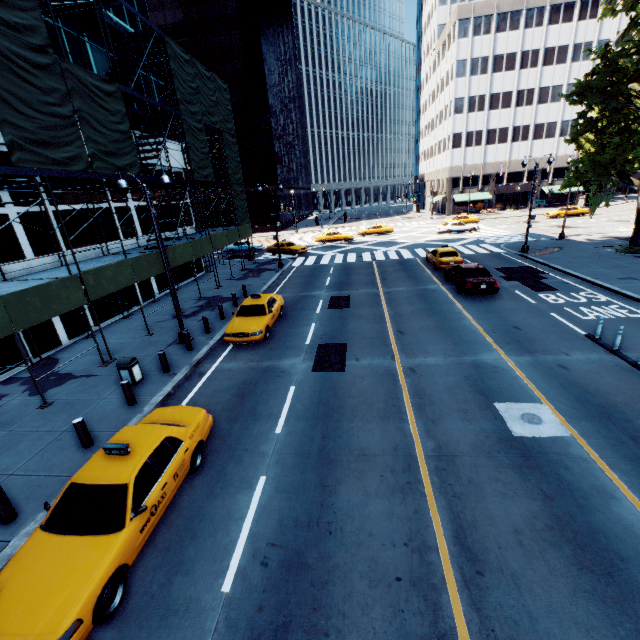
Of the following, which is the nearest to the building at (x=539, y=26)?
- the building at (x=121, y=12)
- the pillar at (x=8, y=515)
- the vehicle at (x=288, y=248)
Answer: the vehicle at (x=288, y=248)

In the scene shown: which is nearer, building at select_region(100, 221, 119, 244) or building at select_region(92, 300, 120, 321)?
building at select_region(92, 300, 120, 321)

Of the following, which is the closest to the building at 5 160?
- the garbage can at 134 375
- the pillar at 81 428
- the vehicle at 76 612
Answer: the garbage can at 134 375

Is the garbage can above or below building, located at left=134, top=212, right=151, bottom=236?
below

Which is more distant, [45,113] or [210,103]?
[210,103]

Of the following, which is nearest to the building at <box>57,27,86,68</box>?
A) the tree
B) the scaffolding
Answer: the scaffolding

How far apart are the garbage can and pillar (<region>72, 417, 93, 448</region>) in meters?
2.8

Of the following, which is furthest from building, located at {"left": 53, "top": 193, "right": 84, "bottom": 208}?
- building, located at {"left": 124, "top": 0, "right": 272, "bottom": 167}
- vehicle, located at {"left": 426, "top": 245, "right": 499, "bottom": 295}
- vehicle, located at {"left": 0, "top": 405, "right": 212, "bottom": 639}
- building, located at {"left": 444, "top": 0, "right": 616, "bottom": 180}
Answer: building, located at {"left": 444, "top": 0, "right": 616, "bottom": 180}
